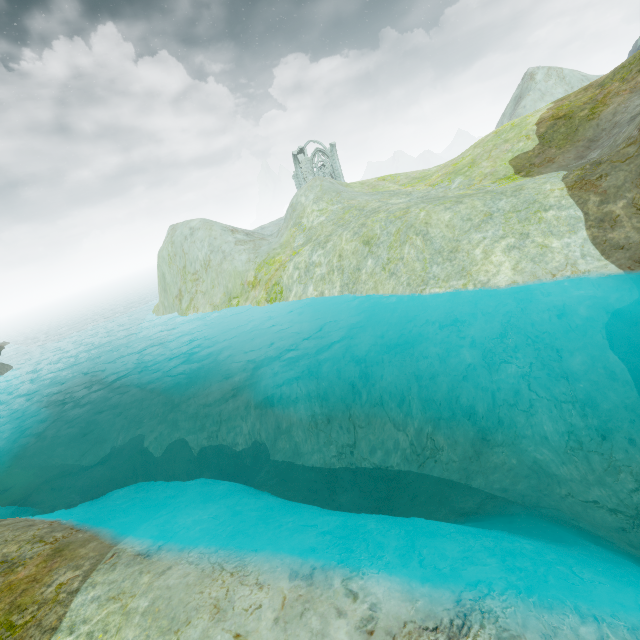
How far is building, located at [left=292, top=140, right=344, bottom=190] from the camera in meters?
52.4

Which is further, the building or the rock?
the building

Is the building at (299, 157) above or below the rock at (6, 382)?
above

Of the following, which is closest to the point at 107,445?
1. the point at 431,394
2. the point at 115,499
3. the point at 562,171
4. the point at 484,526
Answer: the point at 115,499

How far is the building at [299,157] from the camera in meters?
52.4

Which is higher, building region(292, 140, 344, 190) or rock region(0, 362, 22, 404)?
building region(292, 140, 344, 190)
